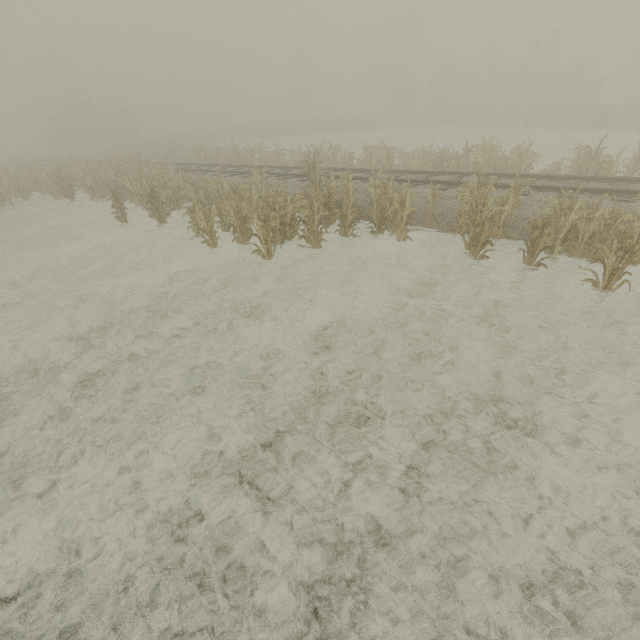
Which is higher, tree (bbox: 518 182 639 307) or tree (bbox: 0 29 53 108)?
tree (bbox: 0 29 53 108)

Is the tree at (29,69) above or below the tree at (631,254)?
above

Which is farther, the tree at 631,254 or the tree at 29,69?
the tree at 29,69

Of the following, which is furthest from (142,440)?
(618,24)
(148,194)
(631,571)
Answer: (618,24)

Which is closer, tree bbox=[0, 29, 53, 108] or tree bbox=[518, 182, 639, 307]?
tree bbox=[518, 182, 639, 307]
